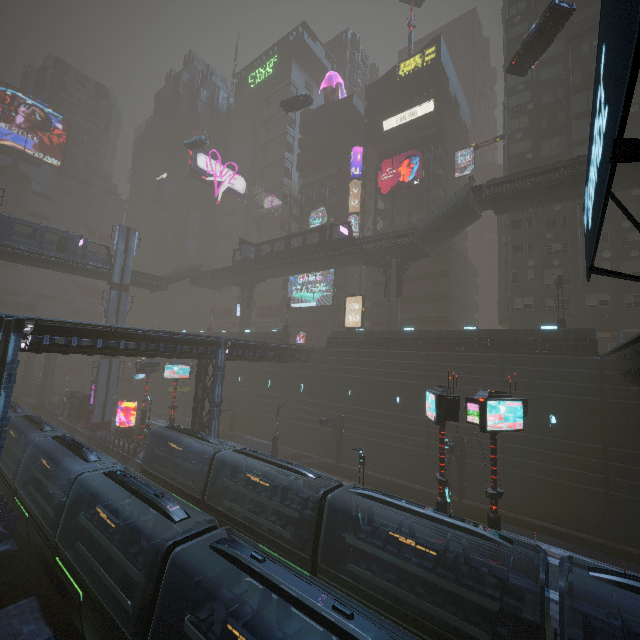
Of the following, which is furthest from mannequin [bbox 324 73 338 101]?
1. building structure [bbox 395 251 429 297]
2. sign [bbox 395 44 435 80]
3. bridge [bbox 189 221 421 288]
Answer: building structure [bbox 395 251 429 297]

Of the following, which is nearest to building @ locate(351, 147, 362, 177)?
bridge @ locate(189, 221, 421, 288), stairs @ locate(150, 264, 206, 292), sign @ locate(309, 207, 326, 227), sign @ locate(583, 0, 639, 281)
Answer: sign @ locate(583, 0, 639, 281)

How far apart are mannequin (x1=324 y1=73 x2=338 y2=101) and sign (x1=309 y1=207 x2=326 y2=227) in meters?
22.4 m

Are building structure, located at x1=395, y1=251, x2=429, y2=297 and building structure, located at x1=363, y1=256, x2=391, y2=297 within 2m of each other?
yes

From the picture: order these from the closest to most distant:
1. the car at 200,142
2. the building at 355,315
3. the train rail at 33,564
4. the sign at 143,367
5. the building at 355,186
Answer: the train rail at 33,564 < the sign at 143,367 < the building at 355,315 < the car at 200,142 < the building at 355,186

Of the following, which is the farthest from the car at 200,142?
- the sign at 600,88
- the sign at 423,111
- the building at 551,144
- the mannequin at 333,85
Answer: the sign at 600,88

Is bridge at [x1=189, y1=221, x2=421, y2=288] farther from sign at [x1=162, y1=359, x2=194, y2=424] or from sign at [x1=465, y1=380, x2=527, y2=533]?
sign at [x1=465, y1=380, x2=527, y2=533]

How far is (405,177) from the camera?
43.6 meters
